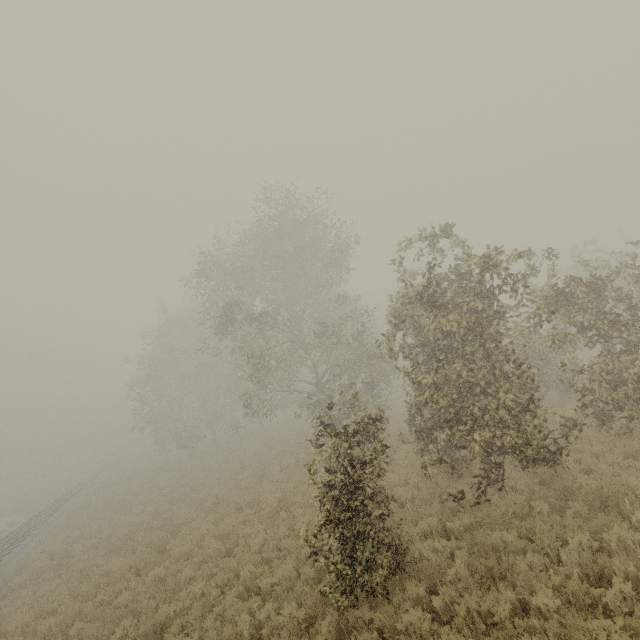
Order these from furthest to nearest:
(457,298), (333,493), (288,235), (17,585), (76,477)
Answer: (76,477), (288,235), (17,585), (457,298), (333,493)
